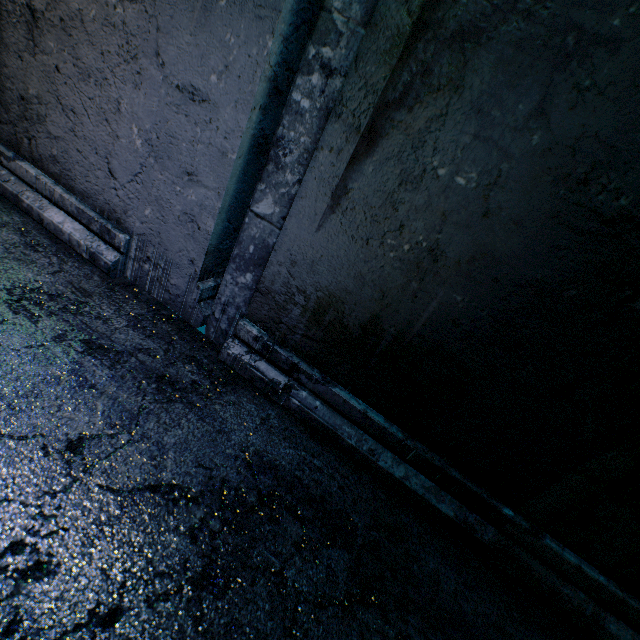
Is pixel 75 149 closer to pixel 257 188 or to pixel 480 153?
pixel 257 188
